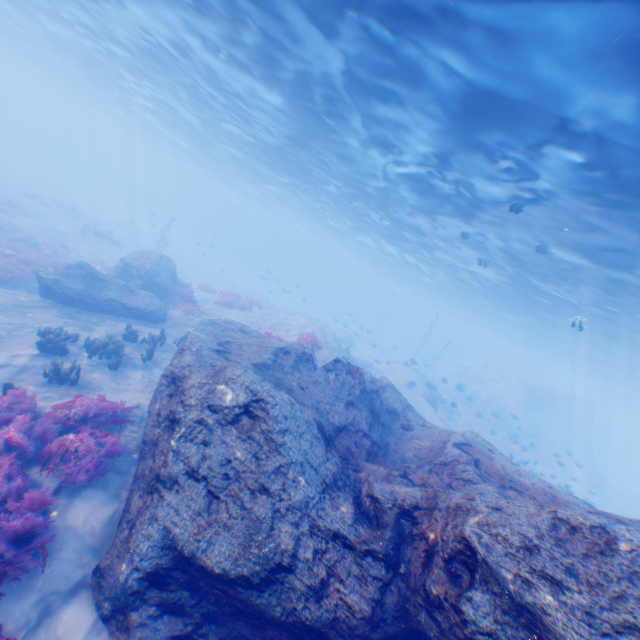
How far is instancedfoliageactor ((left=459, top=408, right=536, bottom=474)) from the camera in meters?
21.6 m

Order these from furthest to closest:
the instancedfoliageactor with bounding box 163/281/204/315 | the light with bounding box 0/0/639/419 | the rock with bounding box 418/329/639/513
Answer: the rock with bounding box 418/329/639/513
the instancedfoliageactor with bounding box 163/281/204/315
the light with bounding box 0/0/639/419

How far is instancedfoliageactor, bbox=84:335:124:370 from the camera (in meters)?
11.10

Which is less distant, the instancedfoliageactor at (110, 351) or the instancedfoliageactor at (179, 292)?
the instancedfoliageactor at (110, 351)

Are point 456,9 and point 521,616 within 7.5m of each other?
no

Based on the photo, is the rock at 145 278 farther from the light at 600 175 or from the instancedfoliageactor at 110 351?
the light at 600 175

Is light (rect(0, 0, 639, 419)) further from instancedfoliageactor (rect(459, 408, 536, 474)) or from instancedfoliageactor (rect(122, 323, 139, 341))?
instancedfoliageactor (rect(122, 323, 139, 341))

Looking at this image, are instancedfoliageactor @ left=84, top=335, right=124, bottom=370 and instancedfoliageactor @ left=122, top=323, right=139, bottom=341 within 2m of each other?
yes
